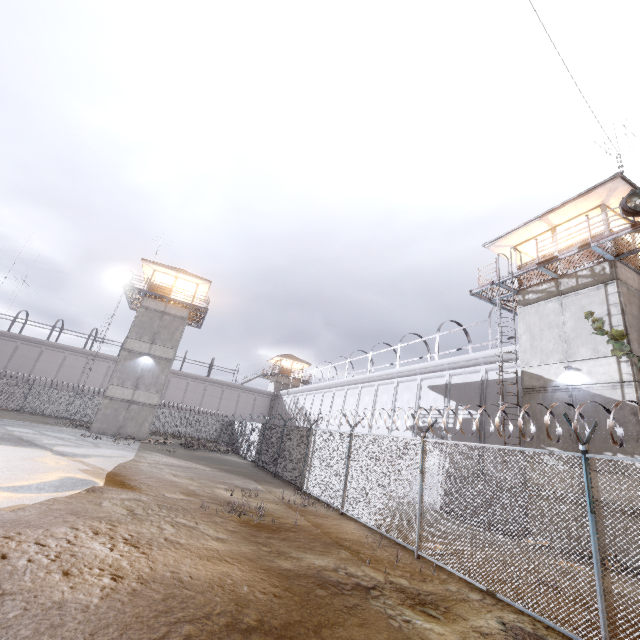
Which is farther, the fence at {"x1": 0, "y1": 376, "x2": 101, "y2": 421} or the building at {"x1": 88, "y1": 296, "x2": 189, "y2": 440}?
the fence at {"x1": 0, "y1": 376, "x2": 101, "y2": 421}

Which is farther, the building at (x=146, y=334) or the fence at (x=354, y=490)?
the building at (x=146, y=334)

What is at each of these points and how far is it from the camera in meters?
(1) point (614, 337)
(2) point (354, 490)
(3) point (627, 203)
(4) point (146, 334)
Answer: (1) plant, 11.8 m
(2) fence, 11.2 m
(3) spotlight, 11.4 m
(4) building, 28.0 m

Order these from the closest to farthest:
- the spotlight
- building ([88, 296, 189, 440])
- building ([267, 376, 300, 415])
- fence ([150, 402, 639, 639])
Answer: fence ([150, 402, 639, 639]), the spotlight, building ([88, 296, 189, 440]), building ([267, 376, 300, 415])

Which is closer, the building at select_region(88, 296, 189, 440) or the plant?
the plant

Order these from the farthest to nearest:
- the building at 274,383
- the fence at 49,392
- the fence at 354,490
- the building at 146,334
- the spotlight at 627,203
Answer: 1. the building at 274,383
2. the fence at 49,392
3. the building at 146,334
4. the spotlight at 627,203
5. the fence at 354,490

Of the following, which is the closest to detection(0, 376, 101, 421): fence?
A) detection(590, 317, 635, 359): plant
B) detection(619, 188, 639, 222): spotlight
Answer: detection(590, 317, 635, 359): plant

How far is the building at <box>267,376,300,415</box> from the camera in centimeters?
4979cm
